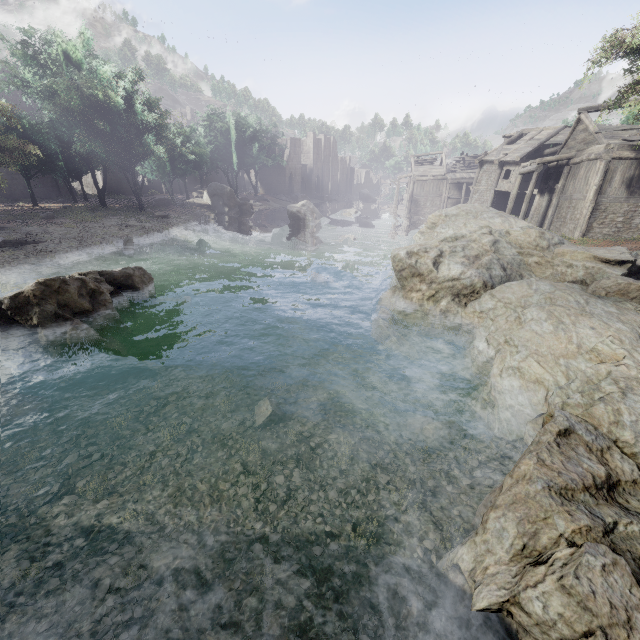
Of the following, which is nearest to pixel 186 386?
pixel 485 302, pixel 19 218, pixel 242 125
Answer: pixel 485 302

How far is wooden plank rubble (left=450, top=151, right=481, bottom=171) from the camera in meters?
51.5

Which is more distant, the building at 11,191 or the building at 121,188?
the building at 121,188

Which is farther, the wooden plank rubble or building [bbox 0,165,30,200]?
the wooden plank rubble

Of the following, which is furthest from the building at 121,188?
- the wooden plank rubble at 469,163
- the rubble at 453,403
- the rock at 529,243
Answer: the rubble at 453,403

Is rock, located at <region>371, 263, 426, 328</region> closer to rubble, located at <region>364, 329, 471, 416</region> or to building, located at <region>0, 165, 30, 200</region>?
rubble, located at <region>364, 329, 471, 416</region>

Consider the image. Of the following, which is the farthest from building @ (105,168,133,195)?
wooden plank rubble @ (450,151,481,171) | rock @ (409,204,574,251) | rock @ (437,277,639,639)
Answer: rock @ (437,277,639,639)

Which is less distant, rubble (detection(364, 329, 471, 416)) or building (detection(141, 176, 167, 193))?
rubble (detection(364, 329, 471, 416))
